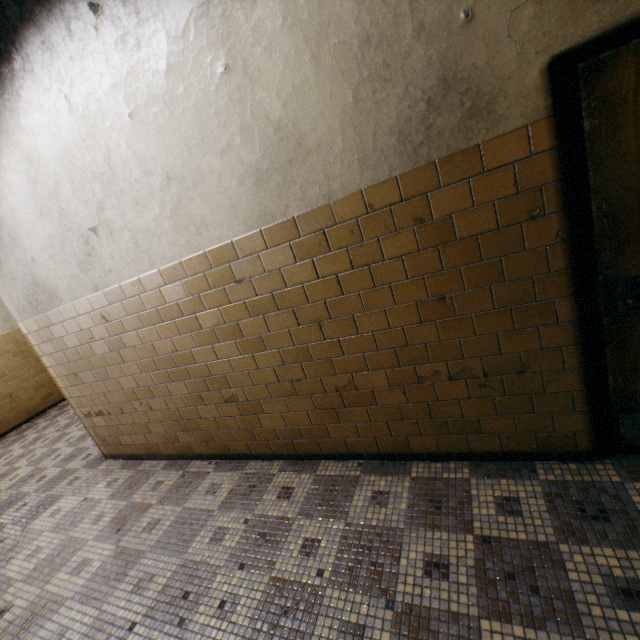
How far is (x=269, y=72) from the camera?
1.8 meters
